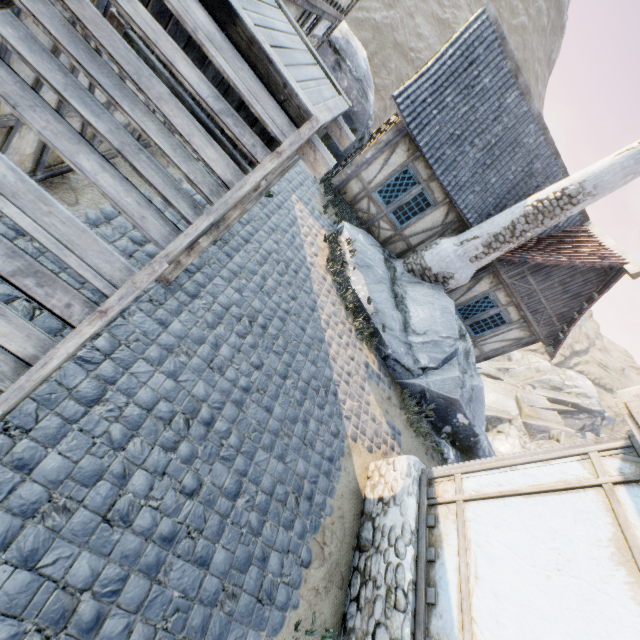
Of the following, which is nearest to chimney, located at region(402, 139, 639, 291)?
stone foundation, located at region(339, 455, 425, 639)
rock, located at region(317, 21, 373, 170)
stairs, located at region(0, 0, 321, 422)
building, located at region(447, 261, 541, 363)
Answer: building, located at region(447, 261, 541, 363)

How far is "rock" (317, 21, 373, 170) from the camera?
10.17m

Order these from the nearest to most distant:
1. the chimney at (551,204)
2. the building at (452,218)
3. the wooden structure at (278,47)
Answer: the wooden structure at (278,47) < the chimney at (551,204) < the building at (452,218)

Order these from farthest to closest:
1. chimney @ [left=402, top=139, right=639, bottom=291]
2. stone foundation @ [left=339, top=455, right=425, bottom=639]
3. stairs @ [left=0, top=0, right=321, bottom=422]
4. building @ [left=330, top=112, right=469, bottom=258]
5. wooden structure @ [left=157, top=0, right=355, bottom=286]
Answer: building @ [left=330, top=112, right=469, bottom=258] → chimney @ [left=402, top=139, right=639, bottom=291] → stone foundation @ [left=339, top=455, right=425, bottom=639] → wooden structure @ [left=157, top=0, right=355, bottom=286] → stairs @ [left=0, top=0, right=321, bottom=422]

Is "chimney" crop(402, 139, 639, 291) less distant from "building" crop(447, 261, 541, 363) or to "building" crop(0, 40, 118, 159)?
"building" crop(447, 261, 541, 363)

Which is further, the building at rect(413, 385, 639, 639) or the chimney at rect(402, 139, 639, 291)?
the chimney at rect(402, 139, 639, 291)

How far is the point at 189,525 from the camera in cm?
350

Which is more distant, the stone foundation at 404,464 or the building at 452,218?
the building at 452,218
